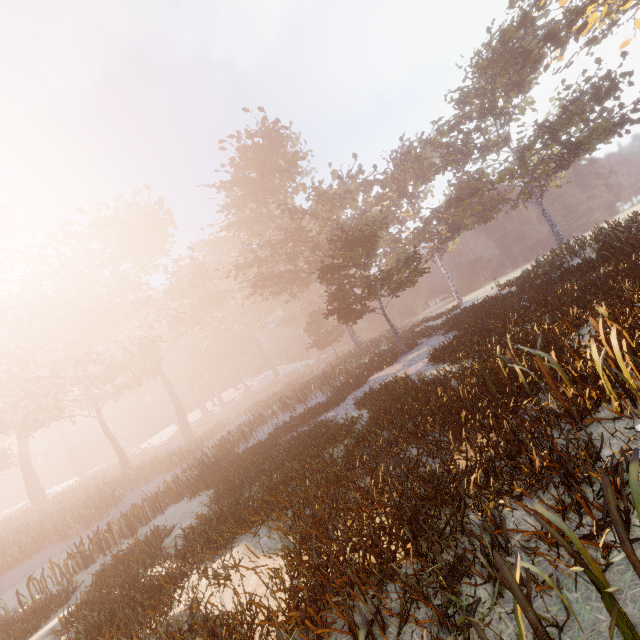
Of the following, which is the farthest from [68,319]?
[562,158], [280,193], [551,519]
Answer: [562,158]
